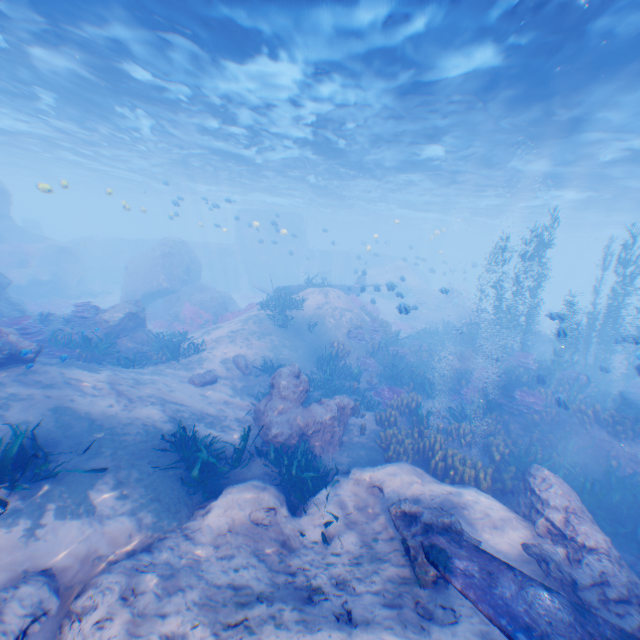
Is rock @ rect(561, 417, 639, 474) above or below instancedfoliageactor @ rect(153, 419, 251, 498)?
below

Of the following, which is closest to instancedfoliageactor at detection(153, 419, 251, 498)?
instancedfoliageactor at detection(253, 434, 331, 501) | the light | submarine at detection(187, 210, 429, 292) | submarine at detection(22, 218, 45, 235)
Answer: instancedfoliageactor at detection(253, 434, 331, 501)

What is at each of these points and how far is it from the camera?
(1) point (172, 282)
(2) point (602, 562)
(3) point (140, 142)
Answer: (1) rock, 23.8 meters
(2) rock, 5.5 meters
(3) light, 23.8 meters

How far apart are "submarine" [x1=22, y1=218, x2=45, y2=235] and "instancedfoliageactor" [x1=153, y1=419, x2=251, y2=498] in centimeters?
4559cm

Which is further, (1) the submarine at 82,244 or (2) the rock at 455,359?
(1) the submarine at 82,244

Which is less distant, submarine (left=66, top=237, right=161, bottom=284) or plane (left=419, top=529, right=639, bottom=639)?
plane (left=419, top=529, right=639, bottom=639)

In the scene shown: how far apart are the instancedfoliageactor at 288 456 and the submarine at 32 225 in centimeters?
4658cm

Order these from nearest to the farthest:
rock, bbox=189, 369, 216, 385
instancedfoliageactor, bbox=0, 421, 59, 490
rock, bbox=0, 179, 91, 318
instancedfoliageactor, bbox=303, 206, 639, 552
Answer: instancedfoliageactor, bbox=0, 421, 59, 490
instancedfoliageactor, bbox=303, 206, 639, 552
rock, bbox=189, 369, 216, 385
rock, bbox=0, 179, 91, 318
